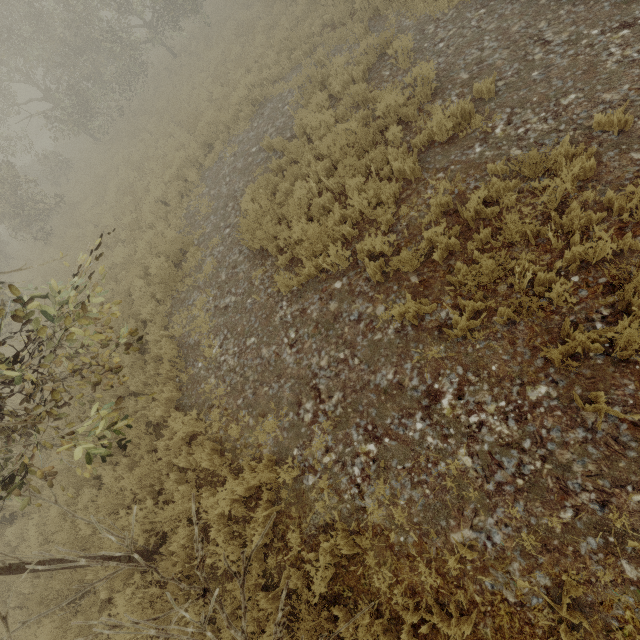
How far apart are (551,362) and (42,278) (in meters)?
19.40
